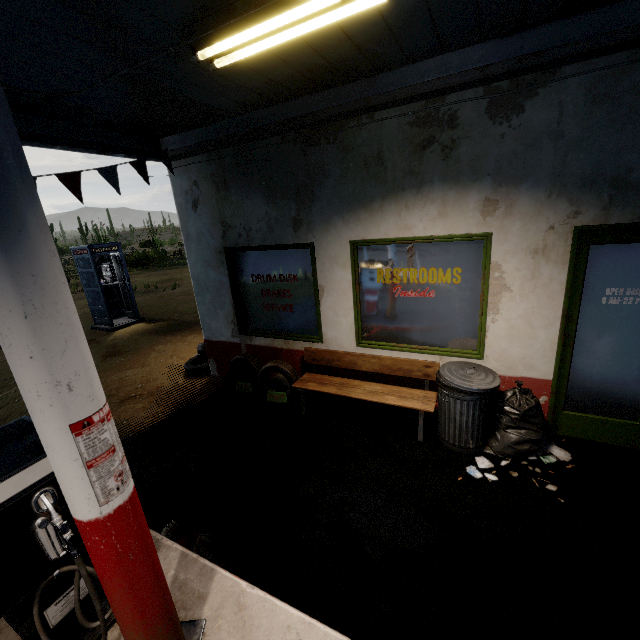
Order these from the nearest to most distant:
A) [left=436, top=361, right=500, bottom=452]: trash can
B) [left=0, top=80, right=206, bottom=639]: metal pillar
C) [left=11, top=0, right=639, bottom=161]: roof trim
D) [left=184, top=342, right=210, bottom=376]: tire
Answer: [left=0, top=80, right=206, bottom=639]: metal pillar < [left=11, top=0, right=639, bottom=161]: roof trim < [left=436, top=361, right=500, bottom=452]: trash can < [left=184, top=342, right=210, bottom=376]: tire

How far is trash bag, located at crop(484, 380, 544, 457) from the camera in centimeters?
365cm

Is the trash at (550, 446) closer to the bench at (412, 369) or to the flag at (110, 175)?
the bench at (412, 369)

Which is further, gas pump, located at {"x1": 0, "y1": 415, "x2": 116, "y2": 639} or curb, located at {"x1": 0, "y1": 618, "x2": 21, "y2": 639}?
curb, located at {"x1": 0, "y1": 618, "x2": 21, "y2": 639}

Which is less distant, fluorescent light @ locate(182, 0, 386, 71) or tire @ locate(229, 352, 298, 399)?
fluorescent light @ locate(182, 0, 386, 71)

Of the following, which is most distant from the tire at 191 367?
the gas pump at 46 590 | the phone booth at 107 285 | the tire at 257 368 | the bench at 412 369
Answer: the phone booth at 107 285

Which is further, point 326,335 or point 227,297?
point 227,297

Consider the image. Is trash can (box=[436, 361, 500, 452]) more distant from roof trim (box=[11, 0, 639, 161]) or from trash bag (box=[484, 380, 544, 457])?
roof trim (box=[11, 0, 639, 161])
